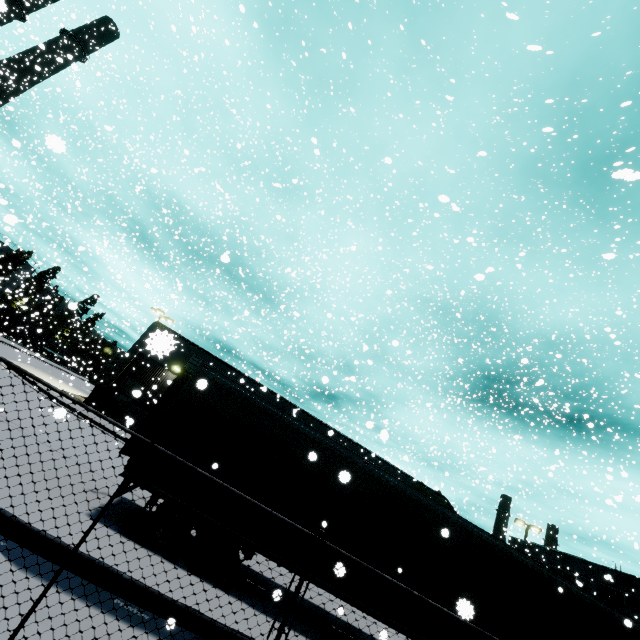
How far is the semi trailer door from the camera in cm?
859

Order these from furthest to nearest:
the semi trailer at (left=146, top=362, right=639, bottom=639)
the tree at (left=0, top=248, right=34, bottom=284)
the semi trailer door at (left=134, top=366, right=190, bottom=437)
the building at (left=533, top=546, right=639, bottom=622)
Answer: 1. the tree at (left=0, top=248, right=34, bottom=284)
2. the building at (left=533, top=546, right=639, bottom=622)
3. the semi trailer door at (left=134, top=366, right=190, bottom=437)
4. the semi trailer at (left=146, top=362, right=639, bottom=639)

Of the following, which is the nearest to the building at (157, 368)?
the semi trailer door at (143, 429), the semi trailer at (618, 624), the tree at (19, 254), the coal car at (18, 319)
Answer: the semi trailer at (618, 624)

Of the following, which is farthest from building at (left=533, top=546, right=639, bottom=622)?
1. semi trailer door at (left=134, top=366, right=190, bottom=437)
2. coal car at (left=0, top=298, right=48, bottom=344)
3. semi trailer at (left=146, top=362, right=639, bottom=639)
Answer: semi trailer door at (left=134, top=366, right=190, bottom=437)

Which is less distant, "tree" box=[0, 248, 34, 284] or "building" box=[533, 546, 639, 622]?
"building" box=[533, 546, 639, 622]

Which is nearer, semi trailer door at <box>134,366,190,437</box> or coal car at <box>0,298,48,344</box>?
semi trailer door at <box>134,366,190,437</box>

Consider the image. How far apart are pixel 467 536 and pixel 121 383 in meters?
25.0 m

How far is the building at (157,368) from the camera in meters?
18.6
